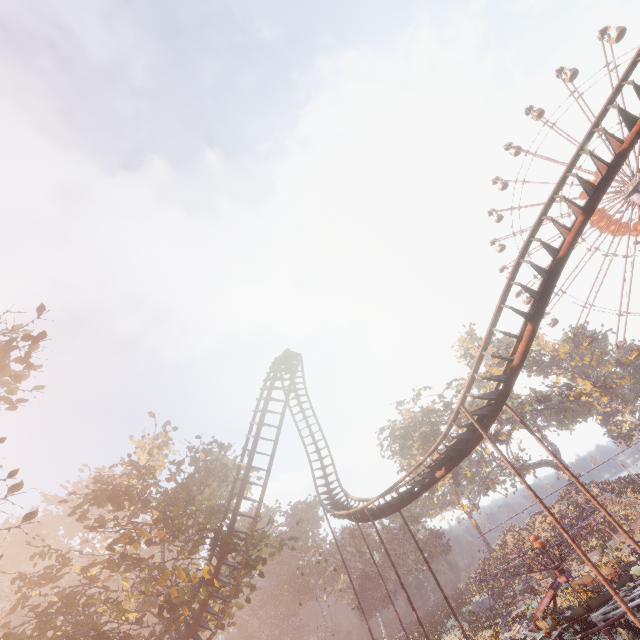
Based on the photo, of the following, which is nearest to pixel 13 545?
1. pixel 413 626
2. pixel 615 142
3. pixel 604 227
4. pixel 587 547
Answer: pixel 413 626

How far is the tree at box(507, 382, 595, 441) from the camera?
47.3m

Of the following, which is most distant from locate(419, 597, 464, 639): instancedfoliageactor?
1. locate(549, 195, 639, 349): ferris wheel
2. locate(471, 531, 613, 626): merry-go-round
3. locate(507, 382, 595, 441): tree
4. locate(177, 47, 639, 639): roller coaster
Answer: locate(549, 195, 639, 349): ferris wheel

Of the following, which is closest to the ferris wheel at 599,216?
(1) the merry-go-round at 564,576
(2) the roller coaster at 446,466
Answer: (1) the merry-go-round at 564,576

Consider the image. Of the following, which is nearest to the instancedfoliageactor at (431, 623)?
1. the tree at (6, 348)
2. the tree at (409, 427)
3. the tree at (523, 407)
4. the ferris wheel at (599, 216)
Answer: the tree at (6, 348)

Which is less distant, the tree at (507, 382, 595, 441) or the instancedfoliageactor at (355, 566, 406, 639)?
the tree at (507, 382, 595, 441)

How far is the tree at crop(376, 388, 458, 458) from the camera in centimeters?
4766cm
